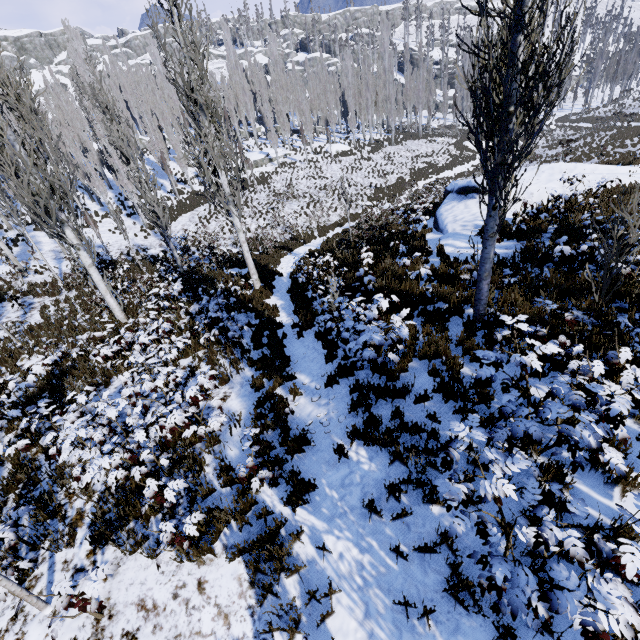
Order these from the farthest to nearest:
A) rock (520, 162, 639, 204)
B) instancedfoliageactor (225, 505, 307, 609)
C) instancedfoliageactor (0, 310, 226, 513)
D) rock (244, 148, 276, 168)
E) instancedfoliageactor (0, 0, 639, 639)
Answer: rock (244, 148, 276, 168)
rock (520, 162, 639, 204)
instancedfoliageactor (0, 310, 226, 513)
instancedfoliageactor (225, 505, 307, 609)
instancedfoliageactor (0, 0, 639, 639)

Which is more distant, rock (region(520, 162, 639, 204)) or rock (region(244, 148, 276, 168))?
rock (region(244, 148, 276, 168))

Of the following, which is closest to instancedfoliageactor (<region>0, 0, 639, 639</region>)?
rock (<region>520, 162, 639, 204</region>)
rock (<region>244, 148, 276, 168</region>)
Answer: rock (<region>244, 148, 276, 168</region>)

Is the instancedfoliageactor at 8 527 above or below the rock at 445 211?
above

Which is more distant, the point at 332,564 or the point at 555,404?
the point at 332,564

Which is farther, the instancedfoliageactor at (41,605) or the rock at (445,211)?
the rock at (445,211)

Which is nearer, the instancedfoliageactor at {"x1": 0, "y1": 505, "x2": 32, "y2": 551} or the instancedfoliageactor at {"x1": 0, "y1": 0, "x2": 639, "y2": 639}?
the instancedfoliageactor at {"x1": 0, "y1": 0, "x2": 639, "y2": 639}

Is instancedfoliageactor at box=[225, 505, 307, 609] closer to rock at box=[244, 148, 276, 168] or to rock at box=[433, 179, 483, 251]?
rock at box=[244, 148, 276, 168]
